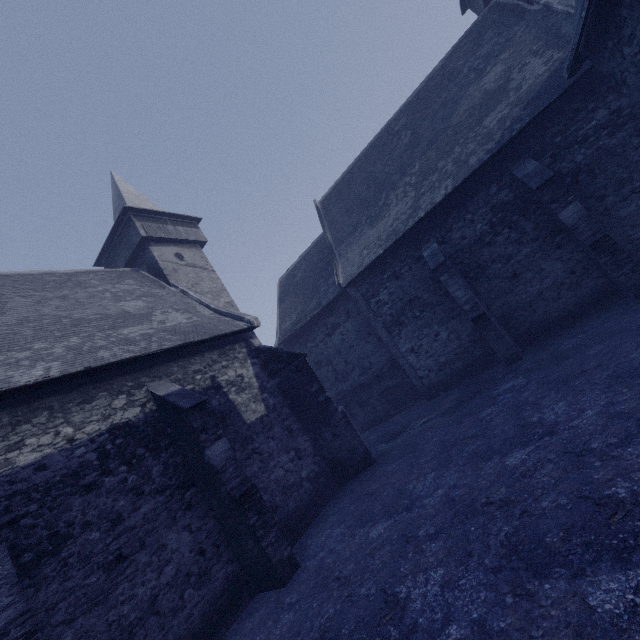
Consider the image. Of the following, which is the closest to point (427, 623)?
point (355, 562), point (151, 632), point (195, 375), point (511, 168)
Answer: point (355, 562)
